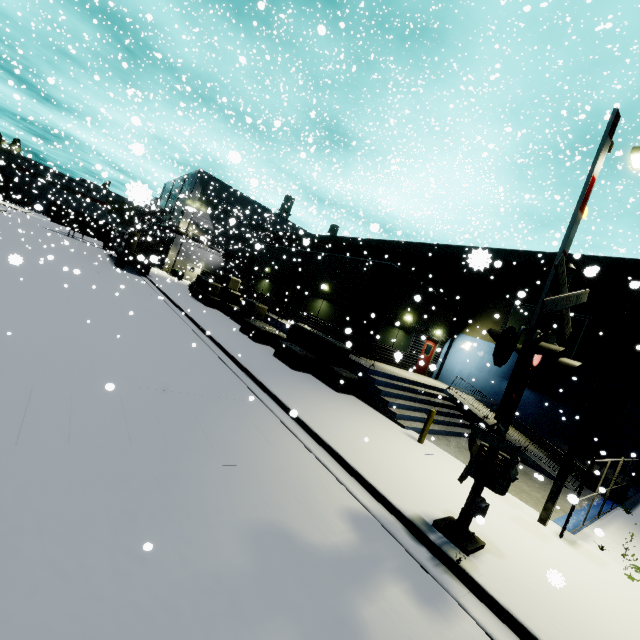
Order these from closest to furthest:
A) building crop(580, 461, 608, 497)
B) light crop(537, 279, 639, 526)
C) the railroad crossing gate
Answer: the railroad crossing gate, light crop(537, 279, 639, 526), building crop(580, 461, 608, 497)

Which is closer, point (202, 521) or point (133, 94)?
point (202, 521)

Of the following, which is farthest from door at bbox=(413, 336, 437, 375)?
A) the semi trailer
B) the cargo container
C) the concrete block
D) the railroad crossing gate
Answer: the cargo container

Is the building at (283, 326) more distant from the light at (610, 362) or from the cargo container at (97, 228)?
the light at (610, 362)

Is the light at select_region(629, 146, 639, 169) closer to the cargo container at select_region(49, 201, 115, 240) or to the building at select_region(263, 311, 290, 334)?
the building at select_region(263, 311, 290, 334)

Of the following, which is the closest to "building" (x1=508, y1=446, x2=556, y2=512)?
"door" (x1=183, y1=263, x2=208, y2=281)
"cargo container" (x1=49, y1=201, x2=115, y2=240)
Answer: "door" (x1=183, y1=263, x2=208, y2=281)

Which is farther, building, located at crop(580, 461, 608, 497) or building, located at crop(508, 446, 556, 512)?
building, located at crop(580, 461, 608, 497)

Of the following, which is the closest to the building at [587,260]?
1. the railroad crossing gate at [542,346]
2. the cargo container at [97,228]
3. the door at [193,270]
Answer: the door at [193,270]
